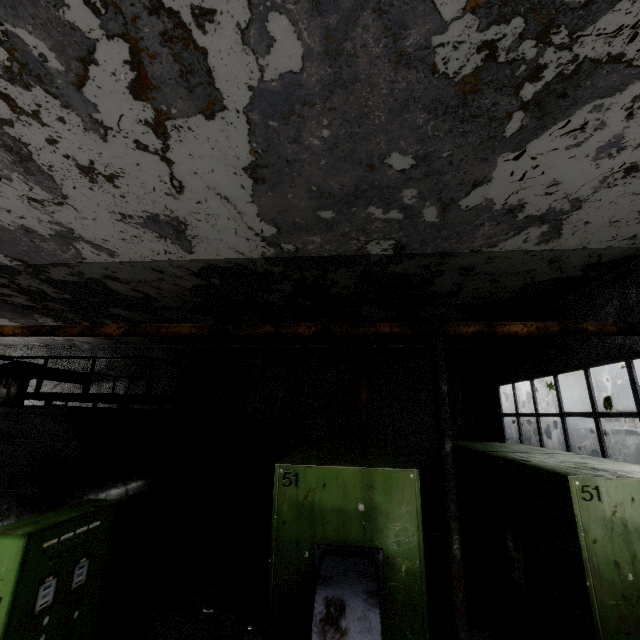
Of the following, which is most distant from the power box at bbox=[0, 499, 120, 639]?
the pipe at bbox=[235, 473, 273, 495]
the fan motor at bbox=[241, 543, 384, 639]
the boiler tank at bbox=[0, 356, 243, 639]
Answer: the pipe at bbox=[235, 473, 273, 495]

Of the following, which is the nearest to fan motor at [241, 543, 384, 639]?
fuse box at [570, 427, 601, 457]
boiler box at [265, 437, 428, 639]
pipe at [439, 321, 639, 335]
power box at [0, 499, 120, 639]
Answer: boiler box at [265, 437, 428, 639]

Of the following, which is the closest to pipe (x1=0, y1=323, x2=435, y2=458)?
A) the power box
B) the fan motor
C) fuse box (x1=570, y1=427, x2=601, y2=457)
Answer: fuse box (x1=570, y1=427, x2=601, y2=457)

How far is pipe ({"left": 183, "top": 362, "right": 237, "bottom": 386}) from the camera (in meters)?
11.27

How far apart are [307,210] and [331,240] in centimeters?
102cm

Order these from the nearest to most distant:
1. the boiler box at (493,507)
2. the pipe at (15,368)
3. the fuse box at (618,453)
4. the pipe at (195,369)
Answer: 1. the boiler box at (493,507)
2. the pipe at (195,369)
3. the pipe at (15,368)
4. the fuse box at (618,453)

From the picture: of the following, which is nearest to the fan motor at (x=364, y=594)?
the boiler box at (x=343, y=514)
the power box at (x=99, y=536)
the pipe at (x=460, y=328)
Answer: the boiler box at (x=343, y=514)

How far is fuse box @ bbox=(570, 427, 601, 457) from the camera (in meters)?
13.10
